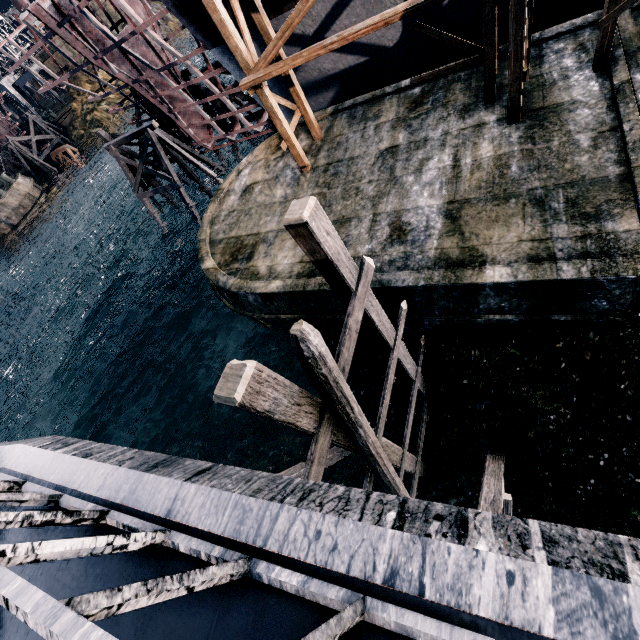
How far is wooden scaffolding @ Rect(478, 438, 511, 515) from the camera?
6.1 meters

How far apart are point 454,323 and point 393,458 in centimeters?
446cm

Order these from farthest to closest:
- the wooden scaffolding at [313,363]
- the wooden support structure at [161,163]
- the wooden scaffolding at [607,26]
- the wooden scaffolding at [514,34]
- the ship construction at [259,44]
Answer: A: the wooden support structure at [161,163], the ship construction at [259,44], the wooden scaffolding at [607,26], the wooden scaffolding at [514,34], the wooden scaffolding at [313,363]

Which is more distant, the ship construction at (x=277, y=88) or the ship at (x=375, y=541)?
the ship construction at (x=277, y=88)

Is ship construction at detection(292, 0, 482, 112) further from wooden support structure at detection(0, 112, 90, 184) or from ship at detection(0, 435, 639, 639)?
wooden support structure at detection(0, 112, 90, 184)

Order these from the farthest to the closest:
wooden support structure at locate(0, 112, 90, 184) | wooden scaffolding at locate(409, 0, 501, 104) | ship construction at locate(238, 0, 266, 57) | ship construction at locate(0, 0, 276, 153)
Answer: wooden support structure at locate(0, 112, 90, 184) → ship construction at locate(0, 0, 276, 153) → ship construction at locate(238, 0, 266, 57) → wooden scaffolding at locate(409, 0, 501, 104)

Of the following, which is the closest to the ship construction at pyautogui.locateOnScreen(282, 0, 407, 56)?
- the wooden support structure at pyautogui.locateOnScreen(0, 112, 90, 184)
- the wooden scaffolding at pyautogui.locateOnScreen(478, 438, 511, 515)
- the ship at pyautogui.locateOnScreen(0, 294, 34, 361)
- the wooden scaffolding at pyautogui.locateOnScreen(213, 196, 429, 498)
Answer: the wooden scaffolding at pyautogui.locateOnScreen(213, 196, 429, 498)

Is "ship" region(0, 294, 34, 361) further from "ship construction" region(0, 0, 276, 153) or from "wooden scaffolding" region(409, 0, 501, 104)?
"wooden scaffolding" region(409, 0, 501, 104)
